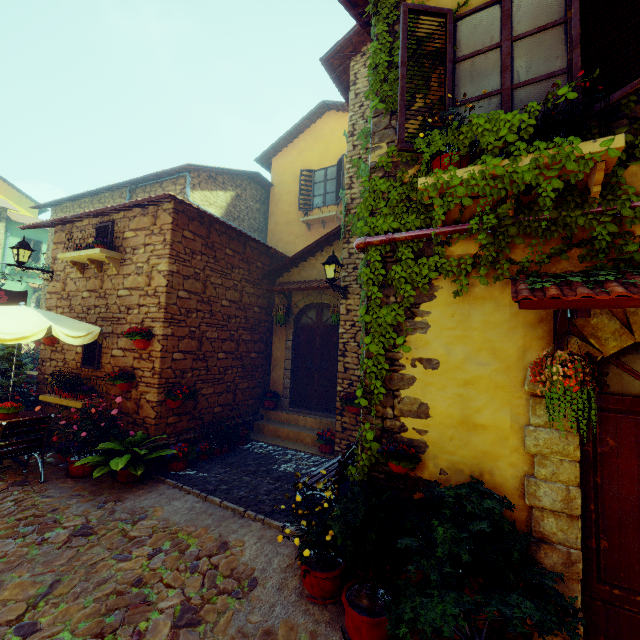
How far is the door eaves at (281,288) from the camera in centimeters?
784cm

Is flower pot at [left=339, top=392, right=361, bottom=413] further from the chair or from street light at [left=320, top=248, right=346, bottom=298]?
the chair

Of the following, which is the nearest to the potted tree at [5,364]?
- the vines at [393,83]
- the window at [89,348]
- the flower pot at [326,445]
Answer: the window at [89,348]

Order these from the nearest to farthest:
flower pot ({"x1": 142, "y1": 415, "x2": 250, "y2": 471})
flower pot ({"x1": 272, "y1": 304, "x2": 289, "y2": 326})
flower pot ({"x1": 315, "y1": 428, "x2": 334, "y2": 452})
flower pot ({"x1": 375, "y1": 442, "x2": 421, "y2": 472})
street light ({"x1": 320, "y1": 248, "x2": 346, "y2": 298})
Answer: flower pot ({"x1": 375, "y1": 442, "x2": 421, "y2": 472})
flower pot ({"x1": 142, "y1": 415, "x2": 250, "y2": 471})
street light ({"x1": 320, "y1": 248, "x2": 346, "y2": 298})
flower pot ({"x1": 315, "y1": 428, "x2": 334, "y2": 452})
flower pot ({"x1": 272, "y1": 304, "x2": 289, "y2": 326})

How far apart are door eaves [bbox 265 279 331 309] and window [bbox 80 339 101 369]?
3.9 meters

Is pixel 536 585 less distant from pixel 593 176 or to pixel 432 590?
pixel 432 590

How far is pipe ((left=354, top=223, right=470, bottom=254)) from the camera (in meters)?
3.31

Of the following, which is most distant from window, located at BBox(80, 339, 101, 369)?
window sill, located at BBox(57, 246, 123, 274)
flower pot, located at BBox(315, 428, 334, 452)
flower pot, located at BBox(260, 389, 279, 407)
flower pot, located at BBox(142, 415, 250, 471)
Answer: flower pot, located at BBox(315, 428, 334, 452)
